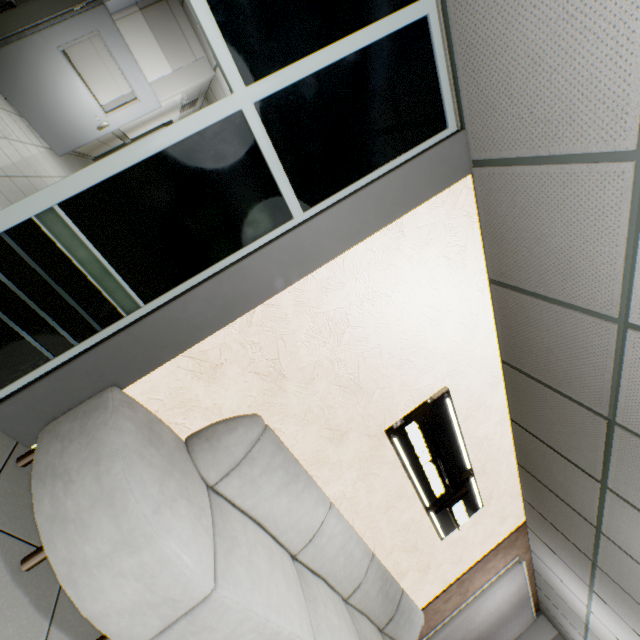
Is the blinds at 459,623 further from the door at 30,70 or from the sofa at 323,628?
the door at 30,70

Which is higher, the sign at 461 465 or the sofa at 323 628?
the sign at 461 465

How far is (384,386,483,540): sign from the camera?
3.1 meters

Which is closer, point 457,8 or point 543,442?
point 457,8

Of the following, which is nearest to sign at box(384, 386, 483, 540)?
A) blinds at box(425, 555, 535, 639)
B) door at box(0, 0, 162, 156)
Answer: blinds at box(425, 555, 535, 639)

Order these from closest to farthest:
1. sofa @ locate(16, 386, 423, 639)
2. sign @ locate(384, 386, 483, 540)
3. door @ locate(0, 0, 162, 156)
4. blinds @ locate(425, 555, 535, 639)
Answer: sofa @ locate(16, 386, 423, 639) < sign @ locate(384, 386, 483, 540) < door @ locate(0, 0, 162, 156) < blinds @ locate(425, 555, 535, 639)

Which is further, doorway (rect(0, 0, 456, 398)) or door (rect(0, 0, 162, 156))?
door (rect(0, 0, 162, 156))

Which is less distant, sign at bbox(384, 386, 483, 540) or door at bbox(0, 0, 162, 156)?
sign at bbox(384, 386, 483, 540)
